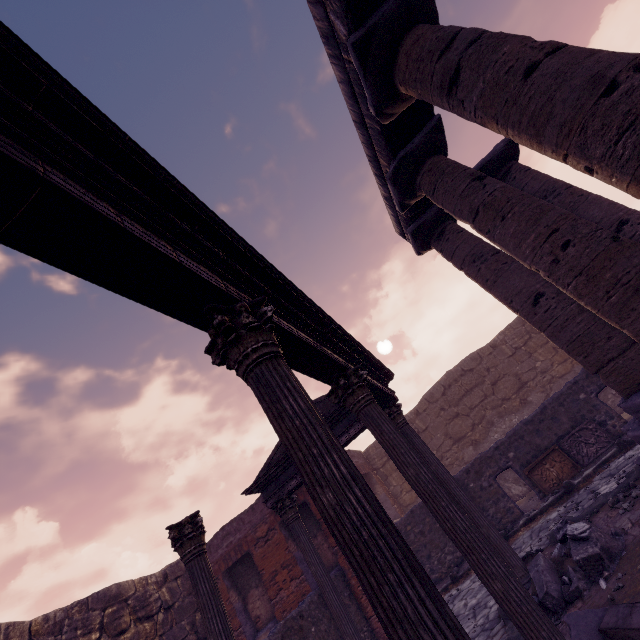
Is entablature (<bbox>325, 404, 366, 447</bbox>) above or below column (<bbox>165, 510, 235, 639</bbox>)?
above

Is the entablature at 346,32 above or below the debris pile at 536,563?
above

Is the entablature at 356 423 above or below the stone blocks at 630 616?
above

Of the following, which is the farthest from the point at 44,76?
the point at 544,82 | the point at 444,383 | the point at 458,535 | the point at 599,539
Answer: the point at 444,383

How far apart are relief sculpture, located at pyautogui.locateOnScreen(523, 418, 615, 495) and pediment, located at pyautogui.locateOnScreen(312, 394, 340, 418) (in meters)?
5.69

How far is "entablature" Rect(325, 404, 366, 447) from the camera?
7.78m
